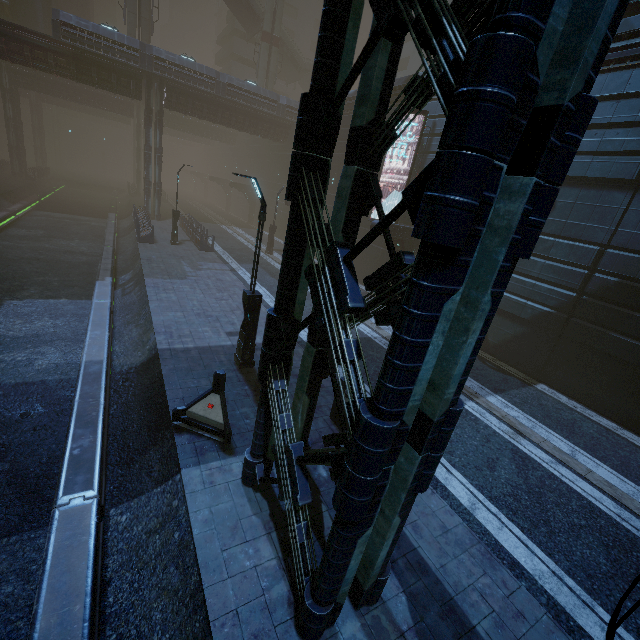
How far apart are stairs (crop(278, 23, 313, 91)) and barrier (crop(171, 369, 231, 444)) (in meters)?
49.70

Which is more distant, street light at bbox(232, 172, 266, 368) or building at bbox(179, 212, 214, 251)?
building at bbox(179, 212, 214, 251)

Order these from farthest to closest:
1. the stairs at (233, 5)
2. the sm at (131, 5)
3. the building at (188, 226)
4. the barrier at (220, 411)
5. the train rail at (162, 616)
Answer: the stairs at (233, 5) → the sm at (131, 5) → the building at (188, 226) → the barrier at (220, 411) → the train rail at (162, 616)

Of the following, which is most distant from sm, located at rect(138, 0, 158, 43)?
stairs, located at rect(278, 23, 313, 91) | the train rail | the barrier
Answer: the barrier

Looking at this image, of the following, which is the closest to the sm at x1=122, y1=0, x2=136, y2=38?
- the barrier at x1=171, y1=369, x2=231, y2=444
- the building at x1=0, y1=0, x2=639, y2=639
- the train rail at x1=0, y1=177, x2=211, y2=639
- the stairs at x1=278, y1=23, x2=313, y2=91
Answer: the building at x1=0, y1=0, x2=639, y2=639

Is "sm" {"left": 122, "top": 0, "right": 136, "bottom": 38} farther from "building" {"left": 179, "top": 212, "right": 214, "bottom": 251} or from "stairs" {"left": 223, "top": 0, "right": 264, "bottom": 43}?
"building" {"left": 179, "top": 212, "right": 214, "bottom": 251}

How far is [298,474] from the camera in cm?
463

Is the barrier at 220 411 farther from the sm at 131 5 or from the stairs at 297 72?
the stairs at 297 72
